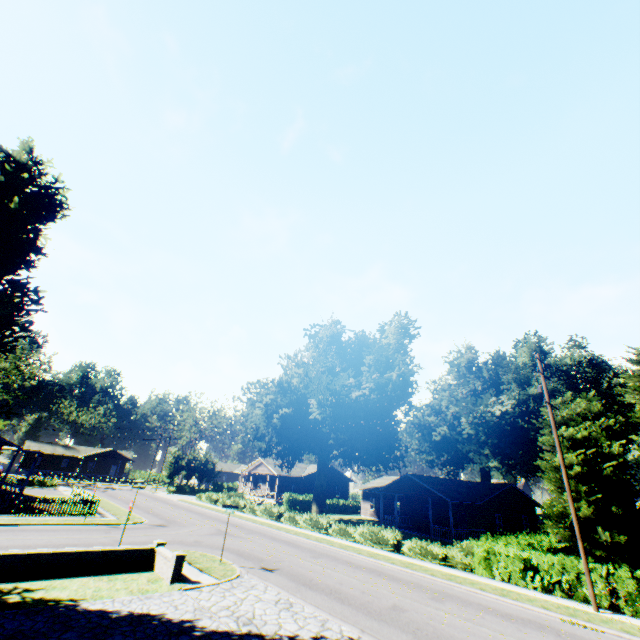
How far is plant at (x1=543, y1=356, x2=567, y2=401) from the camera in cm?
4053

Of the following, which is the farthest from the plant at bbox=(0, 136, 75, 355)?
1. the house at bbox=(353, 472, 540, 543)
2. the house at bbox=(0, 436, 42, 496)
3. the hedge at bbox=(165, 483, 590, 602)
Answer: the house at bbox=(353, 472, 540, 543)

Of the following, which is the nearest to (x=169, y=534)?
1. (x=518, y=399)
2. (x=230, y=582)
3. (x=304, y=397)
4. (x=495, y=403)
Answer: (x=230, y=582)

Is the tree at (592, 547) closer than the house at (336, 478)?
Yes

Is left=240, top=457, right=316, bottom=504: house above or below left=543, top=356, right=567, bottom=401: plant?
below

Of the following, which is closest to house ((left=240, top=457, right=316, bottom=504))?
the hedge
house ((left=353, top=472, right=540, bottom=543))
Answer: house ((left=353, top=472, right=540, bottom=543))

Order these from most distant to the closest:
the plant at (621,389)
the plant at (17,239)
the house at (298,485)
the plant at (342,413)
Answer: the house at (298,485) → the plant at (621,389) → the plant at (342,413) → the plant at (17,239)

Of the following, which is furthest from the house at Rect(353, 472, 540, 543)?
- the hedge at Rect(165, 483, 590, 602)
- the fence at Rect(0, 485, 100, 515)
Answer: the fence at Rect(0, 485, 100, 515)
